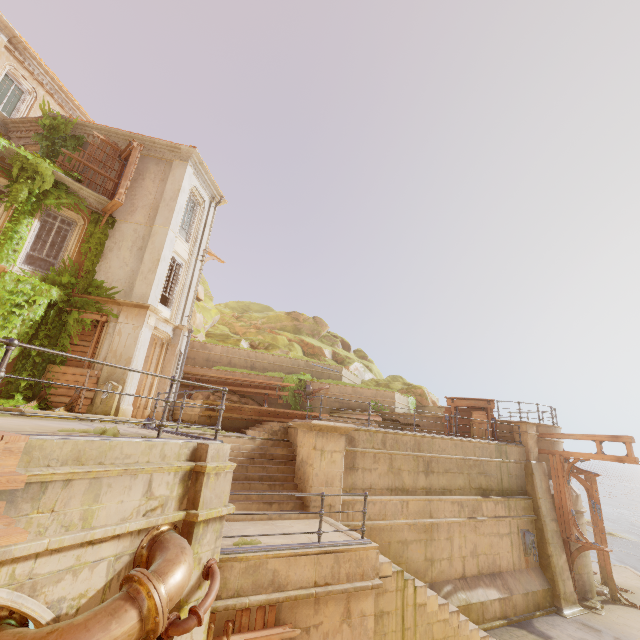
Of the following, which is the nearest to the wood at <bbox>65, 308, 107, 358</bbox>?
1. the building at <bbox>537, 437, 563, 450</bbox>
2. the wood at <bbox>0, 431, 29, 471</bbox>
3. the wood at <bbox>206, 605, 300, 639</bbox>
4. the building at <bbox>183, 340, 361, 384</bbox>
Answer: the building at <bbox>183, 340, 361, 384</bbox>

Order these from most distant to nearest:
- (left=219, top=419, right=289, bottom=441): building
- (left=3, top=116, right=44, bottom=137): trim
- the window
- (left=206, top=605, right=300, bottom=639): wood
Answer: the window
(left=3, top=116, right=44, bottom=137): trim
(left=219, top=419, right=289, bottom=441): building
(left=206, top=605, right=300, bottom=639): wood

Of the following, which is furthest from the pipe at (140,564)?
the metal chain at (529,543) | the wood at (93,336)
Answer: the metal chain at (529,543)

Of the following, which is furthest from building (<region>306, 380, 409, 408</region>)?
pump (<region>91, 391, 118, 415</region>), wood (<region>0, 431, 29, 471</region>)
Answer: pump (<region>91, 391, 118, 415</region>)

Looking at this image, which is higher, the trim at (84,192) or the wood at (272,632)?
the trim at (84,192)

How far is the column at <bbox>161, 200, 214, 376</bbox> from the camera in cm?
1533

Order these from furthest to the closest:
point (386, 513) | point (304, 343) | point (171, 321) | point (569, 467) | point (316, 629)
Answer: point (304, 343), point (171, 321), point (569, 467), point (386, 513), point (316, 629)

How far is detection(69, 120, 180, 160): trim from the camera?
15.1m
